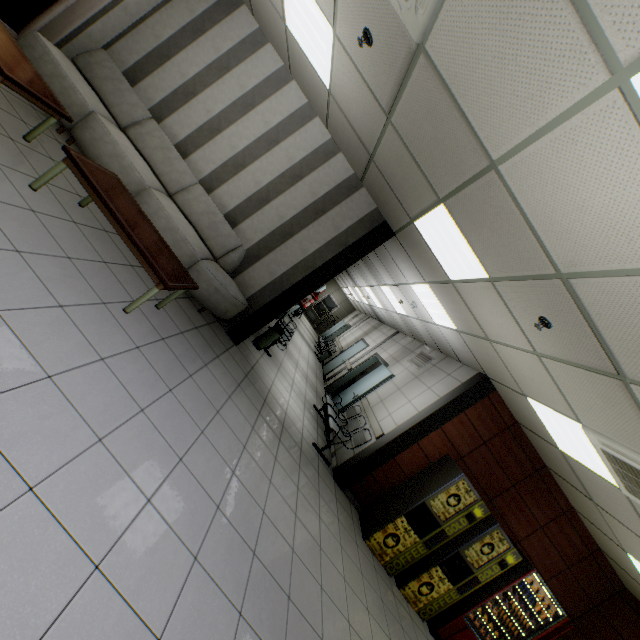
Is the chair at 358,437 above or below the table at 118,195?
above

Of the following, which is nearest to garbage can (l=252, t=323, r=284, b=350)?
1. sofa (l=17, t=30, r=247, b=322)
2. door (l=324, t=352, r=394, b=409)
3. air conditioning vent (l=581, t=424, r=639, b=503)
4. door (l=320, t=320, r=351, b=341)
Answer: sofa (l=17, t=30, r=247, b=322)

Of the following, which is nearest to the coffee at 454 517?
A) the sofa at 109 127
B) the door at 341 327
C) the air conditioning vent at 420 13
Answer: the sofa at 109 127

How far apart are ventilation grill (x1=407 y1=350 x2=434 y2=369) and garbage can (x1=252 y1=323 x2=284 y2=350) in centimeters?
343cm

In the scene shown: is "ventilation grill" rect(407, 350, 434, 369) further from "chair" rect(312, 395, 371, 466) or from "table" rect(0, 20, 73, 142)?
"table" rect(0, 20, 73, 142)

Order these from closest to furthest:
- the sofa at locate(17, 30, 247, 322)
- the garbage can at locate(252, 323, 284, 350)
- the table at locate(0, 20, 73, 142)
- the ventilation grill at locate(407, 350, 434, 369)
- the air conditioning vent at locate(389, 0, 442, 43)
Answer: the air conditioning vent at locate(389, 0, 442, 43) → the table at locate(0, 20, 73, 142) → the sofa at locate(17, 30, 247, 322) → the garbage can at locate(252, 323, 284, 350) → the ventilation grill at locate(407, 350, 434, 369)

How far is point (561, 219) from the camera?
2.2 meters

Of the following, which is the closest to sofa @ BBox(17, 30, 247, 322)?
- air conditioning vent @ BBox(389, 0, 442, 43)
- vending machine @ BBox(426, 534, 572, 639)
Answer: air conditioning vent @ BBox(389, 0, 442, 43)
